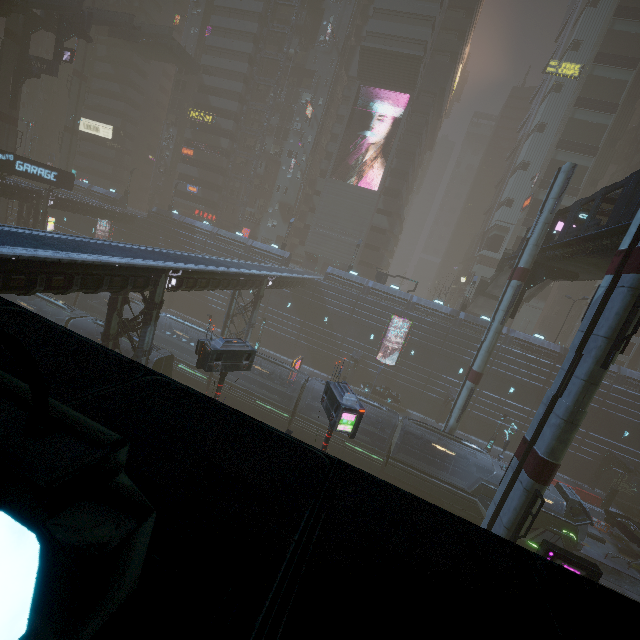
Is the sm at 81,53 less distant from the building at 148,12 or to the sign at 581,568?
the building at 148,12

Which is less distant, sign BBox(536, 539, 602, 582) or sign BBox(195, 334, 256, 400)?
sign BBox(536, 539, 602, 582)

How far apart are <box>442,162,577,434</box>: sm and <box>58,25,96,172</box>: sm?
71.83m

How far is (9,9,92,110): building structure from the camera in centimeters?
3694cm

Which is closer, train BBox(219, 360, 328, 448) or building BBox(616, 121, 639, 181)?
train BBox(219, 360, 328, 448)

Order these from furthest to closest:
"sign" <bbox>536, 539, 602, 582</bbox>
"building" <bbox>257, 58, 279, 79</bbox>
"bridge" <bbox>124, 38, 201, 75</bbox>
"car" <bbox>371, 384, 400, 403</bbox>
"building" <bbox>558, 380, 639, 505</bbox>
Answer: "building" <bbox>257, 58, 279, 79</bbox>
"bridge" <bbox>124, 38, 201, 75</bbox>
"car" <bbox>371, 384, 400, 403</bbox>
"building" <bbox>558, 380, 639, 505</bbox>
"sign" <bbox>536, 539, 602, 582</bbox>

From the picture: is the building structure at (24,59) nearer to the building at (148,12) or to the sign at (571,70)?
the building at (148,12)

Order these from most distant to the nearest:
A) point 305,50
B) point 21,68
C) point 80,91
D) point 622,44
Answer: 1. point 80,91
2. point 305,50
3. point 622,44
4. point 21,68
